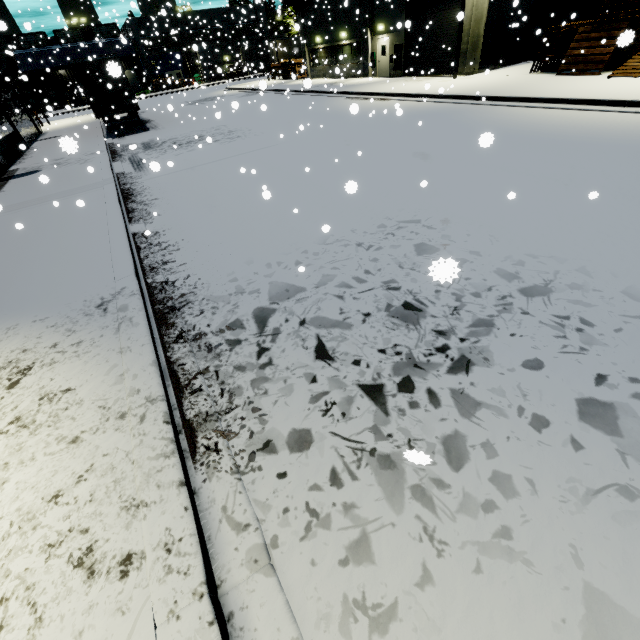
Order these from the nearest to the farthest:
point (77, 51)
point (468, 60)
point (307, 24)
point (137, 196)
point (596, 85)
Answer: point (137, 196) < point (596, 85) < point (468, 60) < point (307, 24) < point (77, 51)

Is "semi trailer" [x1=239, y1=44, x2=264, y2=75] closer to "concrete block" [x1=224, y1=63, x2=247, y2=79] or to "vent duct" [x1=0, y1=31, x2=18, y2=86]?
"vent duct" [x1=0, y1=31, x2=18, y2=86]

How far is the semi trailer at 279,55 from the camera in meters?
42.4

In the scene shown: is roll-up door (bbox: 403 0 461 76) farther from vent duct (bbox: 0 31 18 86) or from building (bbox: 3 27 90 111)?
vent duct (bbox: 0 31 18 86)

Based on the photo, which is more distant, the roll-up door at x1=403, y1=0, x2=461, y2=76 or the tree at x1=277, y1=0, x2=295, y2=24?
the tree at x1=277, y1=0, x2=295, y2=24

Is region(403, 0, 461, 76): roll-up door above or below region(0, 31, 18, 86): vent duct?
below

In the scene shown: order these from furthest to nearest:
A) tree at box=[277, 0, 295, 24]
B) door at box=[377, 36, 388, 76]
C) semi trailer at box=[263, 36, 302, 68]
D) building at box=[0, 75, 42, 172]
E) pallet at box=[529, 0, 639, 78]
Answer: semi trailer at box=[263, 36, 302, 68] < tree at box=[277, 0, 295, 24] < door at box=[377, 36, 388, 76] < building at box=[0, 75, 42, 172] < pallet at box=[529, 0, 639, 78]

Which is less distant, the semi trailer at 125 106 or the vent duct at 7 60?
the semi trailer at 125 106
